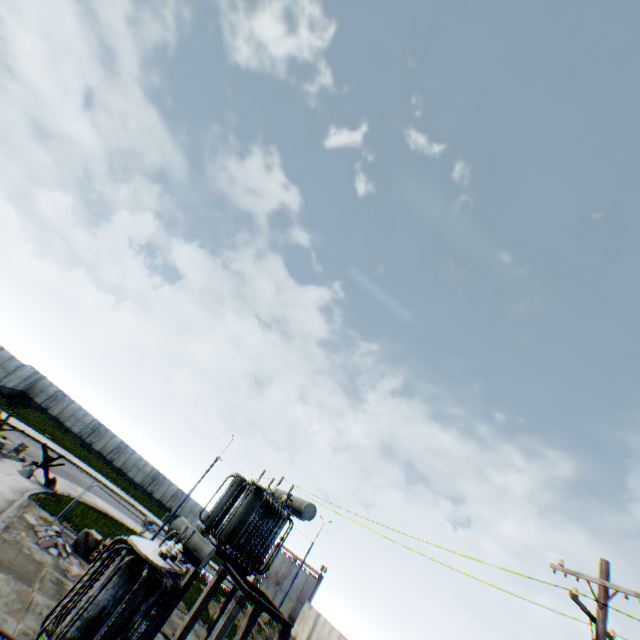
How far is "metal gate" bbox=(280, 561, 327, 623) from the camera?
32.53m

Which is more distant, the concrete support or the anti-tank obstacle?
the anti-tank obstacle

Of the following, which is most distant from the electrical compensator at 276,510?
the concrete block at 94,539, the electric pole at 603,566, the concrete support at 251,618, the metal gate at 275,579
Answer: the metal gate at 275,579

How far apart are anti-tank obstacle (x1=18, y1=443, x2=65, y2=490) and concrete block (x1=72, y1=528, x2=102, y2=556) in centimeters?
589cm

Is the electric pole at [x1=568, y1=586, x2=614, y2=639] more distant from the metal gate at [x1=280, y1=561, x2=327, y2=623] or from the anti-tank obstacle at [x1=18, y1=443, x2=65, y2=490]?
the metal gate at [x1=280, y1=561, x2=327, y2=623]

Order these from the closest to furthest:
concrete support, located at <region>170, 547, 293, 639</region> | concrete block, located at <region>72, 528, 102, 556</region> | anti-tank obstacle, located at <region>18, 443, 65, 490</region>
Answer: concrete support, located at <region>170, 547, 293, 639</region>
concrete block, located at <region>72, 528, 102, 556</region>
anti-tank obstacle, located at <region>18, 443, 65, 490</region>

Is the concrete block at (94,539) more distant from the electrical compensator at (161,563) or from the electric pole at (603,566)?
the electric pole at (603,566)

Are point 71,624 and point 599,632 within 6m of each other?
no
